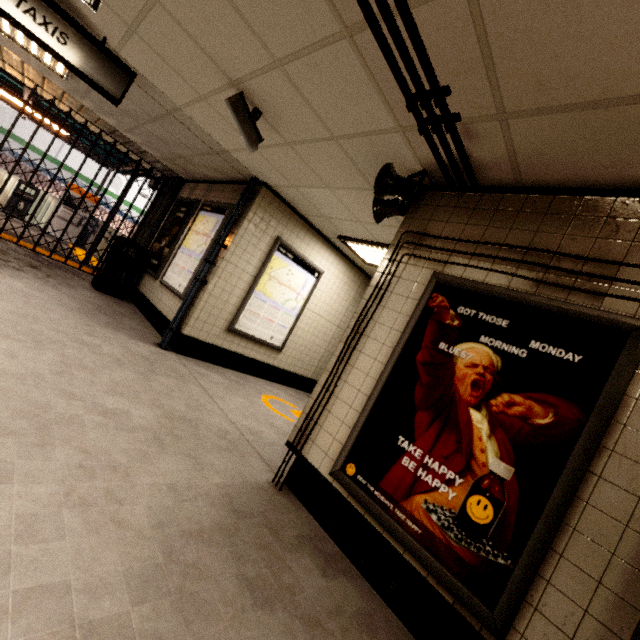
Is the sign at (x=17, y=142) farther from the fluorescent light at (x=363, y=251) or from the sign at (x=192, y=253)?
Answer: the fluorescent light at (x=363, y=251)

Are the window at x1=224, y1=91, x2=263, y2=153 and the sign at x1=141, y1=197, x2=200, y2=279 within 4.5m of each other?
yes

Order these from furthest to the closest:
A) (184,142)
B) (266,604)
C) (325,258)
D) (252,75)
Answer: (325,258), (184,142), (252,75), (266,604)

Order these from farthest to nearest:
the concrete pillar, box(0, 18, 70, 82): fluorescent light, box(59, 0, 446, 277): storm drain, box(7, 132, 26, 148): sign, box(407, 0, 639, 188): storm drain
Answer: box(7, 132, 26, 148): sign → the concrete pillar → box(0, 18, 70, 82): fluorescent light → box(59, 0, 446, 277): storm drain → box(407, 0, 639, 188): storm drain

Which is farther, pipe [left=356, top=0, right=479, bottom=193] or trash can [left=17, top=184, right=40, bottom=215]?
trash can [left=17, top=184, right=40, bottom=215]

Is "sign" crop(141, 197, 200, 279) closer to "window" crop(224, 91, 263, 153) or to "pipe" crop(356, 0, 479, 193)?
"window" crop(224, 91, 263, 153)

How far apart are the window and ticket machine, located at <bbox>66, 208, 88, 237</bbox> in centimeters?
1090cm

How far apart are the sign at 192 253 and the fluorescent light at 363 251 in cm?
181
